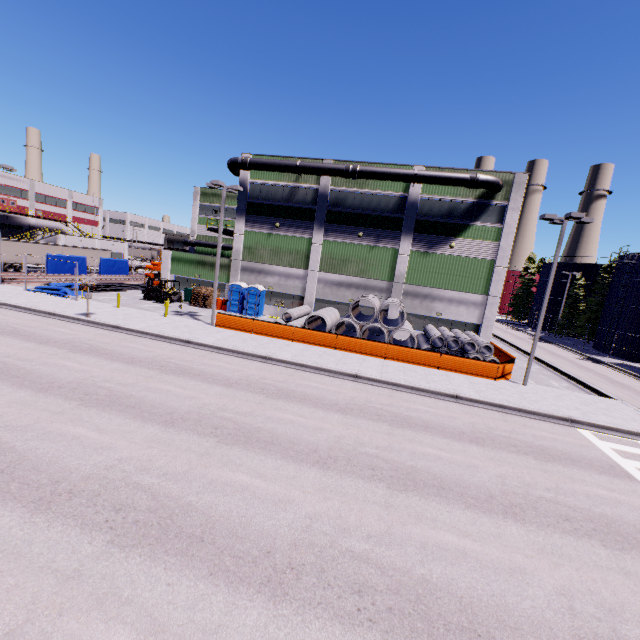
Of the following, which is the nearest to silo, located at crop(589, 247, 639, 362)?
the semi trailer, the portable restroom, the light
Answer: the light

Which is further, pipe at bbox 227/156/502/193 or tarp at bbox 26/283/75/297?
tarp at bbox 26/283/75/297

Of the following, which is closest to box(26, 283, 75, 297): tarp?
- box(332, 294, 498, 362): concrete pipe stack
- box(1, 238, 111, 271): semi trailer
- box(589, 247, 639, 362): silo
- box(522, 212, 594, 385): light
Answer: box(1, 238, 111, 271): semi trailer

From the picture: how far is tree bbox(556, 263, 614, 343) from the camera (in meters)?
46.94

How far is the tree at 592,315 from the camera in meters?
46.9 m

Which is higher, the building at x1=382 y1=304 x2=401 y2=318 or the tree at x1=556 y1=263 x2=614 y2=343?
the tree at x1=556 y1=263 x2=614 y2=343

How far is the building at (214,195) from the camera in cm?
4888

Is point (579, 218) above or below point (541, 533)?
above
